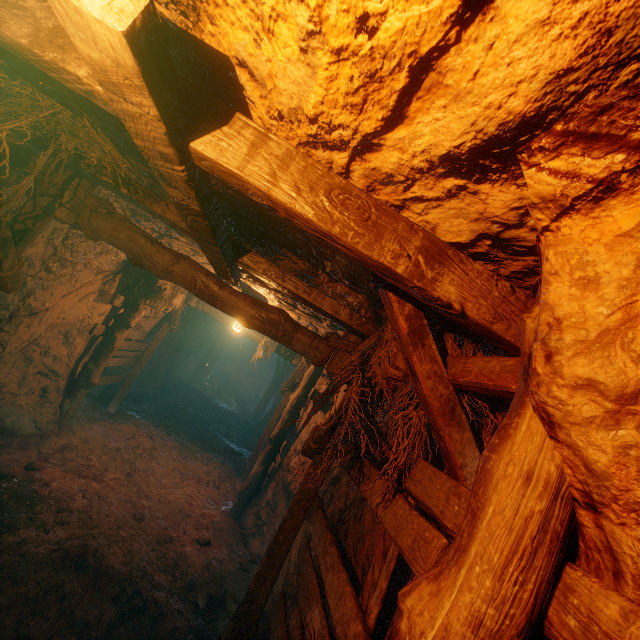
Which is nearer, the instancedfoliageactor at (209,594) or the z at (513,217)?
the z at (513,217)

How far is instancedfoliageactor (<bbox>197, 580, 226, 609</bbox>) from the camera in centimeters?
450cm

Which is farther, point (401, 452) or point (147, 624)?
point (147, 624)

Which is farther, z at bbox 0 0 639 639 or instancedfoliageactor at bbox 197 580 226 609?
instancedfoliageactor at bbox 197 580 226 609

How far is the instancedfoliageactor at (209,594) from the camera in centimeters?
450cm
